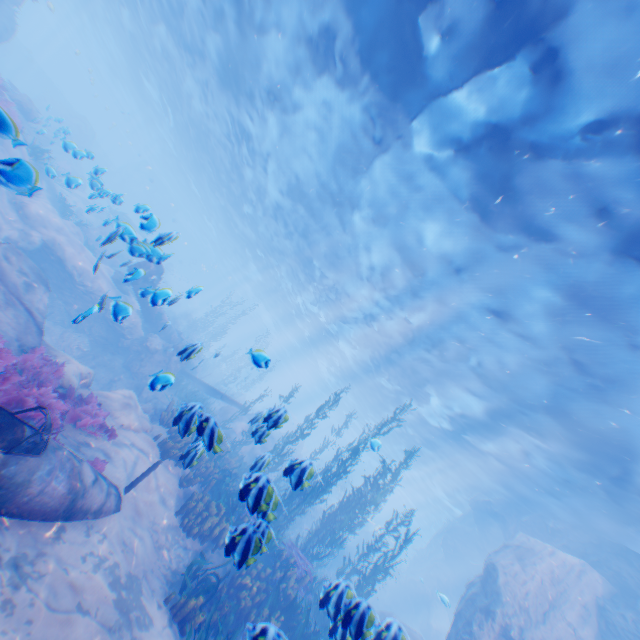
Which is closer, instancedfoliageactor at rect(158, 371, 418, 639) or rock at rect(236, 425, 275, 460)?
instancedfoliageactor at rect(158, 371, 418, 639)

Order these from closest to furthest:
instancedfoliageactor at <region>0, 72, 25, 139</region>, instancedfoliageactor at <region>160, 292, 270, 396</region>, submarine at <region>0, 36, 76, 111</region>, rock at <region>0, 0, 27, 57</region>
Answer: instancedfoliageactor at <region>0, 72, 25, 139</region>
rock at <region>0, 0, 27, 57</region>
instancedfoliageactor at <region>160, 292, 270, 396</region>
submarine at <region>0, 36, 76, 111</region>

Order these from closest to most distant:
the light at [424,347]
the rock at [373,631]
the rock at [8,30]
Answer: the light at [424,347], the rock at [373,631], the rock at [8,30]

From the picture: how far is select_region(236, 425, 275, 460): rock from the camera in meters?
5.8 m

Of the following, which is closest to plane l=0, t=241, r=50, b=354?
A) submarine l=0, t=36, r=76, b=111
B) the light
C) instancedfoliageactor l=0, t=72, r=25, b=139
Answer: instancedfoliageactor l=0, t=72, r=25, b=139

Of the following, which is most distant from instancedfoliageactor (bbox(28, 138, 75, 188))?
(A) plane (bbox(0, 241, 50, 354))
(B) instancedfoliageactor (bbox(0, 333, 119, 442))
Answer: (B) instancedfoliageactor (bbox(0, 333, 119, 442))

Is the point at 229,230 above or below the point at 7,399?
above

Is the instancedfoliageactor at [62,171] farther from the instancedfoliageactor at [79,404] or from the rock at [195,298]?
the instancedfoliageactor at [79,404]
